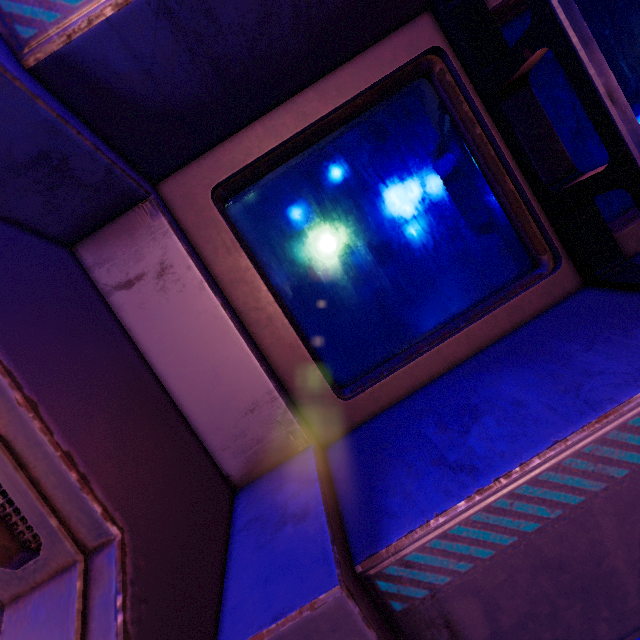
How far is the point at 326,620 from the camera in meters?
0.8
